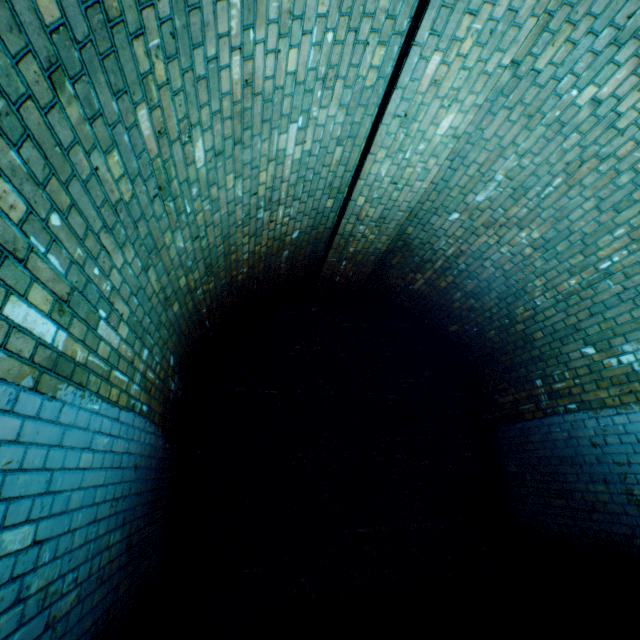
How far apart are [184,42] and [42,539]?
2.4 meters
